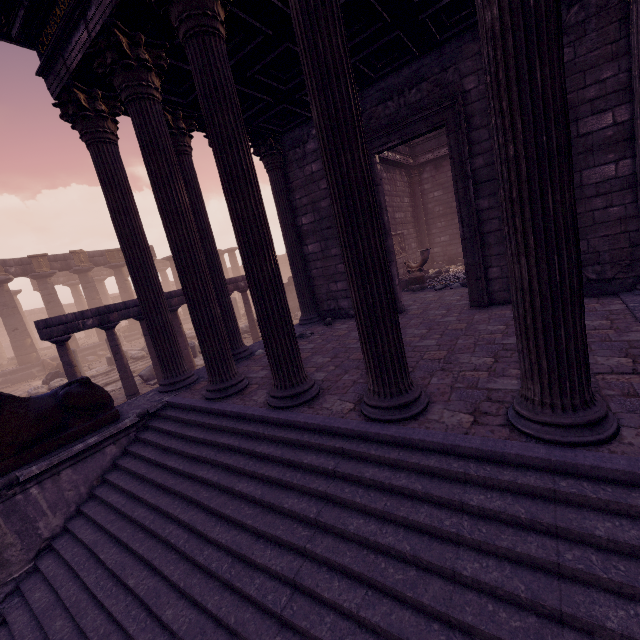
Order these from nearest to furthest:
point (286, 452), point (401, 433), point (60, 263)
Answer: point (401, 433)
point (286, 452)
point (60, 263)

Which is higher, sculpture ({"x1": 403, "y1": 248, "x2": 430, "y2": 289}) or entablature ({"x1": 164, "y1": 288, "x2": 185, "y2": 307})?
entablature ({"x1": 164, "y1": 288, "x2": 185, "y2": 307})

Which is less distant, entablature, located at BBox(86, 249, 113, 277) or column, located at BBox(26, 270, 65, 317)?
column, located at BBox(26, 270, 65, 317)

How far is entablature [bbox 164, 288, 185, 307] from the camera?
10.74m

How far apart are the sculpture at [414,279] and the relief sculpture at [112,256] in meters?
22.5 m

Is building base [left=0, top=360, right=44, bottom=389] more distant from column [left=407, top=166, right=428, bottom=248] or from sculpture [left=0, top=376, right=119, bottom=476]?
column [left=407, top=166, right=428, bottom=248]

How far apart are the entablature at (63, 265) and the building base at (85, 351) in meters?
5.3

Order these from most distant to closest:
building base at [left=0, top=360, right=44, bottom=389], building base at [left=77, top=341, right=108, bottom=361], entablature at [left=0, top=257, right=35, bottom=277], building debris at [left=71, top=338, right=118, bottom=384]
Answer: building base at [left=77, top=341, right=108, bottom=361] → entablature at [left=0, top=257, right=35, bottom=277] → building base at [left=0, top=360, right=44, bottom=389] → building debris at [left=71, top=338, right=118, bottom=384]
